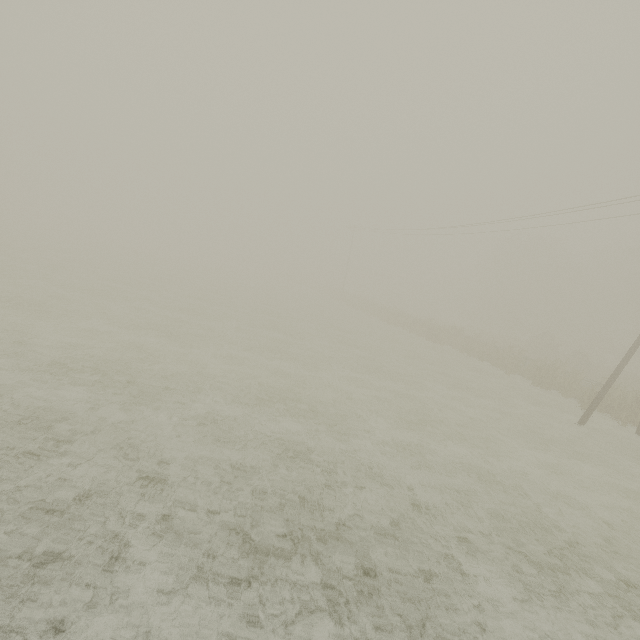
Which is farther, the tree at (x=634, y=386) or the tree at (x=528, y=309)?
the tree at (x=528, y=309)

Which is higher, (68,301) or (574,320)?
(574,320)

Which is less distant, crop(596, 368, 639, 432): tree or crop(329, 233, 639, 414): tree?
crop(596, 368, 639, 432): tree
